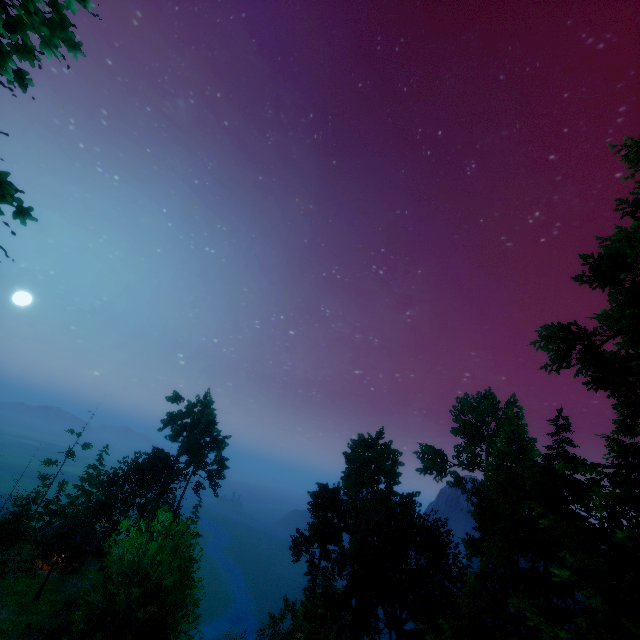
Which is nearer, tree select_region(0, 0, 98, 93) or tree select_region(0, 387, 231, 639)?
tree select_region(0, 0, 98, 93)

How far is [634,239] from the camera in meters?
20.7 m

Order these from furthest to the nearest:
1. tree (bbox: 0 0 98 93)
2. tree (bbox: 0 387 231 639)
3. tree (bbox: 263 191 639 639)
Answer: tree (bbox: 0 387 231 639)
tree (bbox: 263 191 639 639)
tree (bbox: 0 0 98 93)

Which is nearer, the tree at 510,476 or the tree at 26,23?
the tree at 26,23

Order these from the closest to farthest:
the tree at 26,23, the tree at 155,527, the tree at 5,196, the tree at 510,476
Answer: the tree at 5,196 < the tree at 26,23 < the tree at 510,476 < the tree at 155,527

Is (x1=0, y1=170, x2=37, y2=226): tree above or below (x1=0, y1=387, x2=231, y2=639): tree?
above
